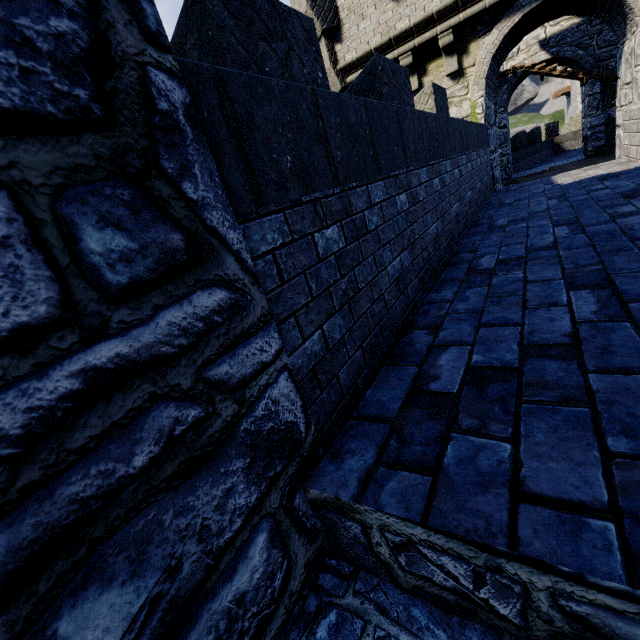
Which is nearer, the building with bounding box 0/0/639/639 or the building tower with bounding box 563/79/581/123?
the building with bounding box 0/0/639/639

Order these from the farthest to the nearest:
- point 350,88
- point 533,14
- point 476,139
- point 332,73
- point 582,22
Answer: point 582,22
point 332,73
point 533,14
point 476,139
point 350,88

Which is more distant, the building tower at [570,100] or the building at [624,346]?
the building tower at [570,100]

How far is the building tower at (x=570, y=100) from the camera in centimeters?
3716cm

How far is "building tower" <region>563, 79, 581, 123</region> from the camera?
37.16m
